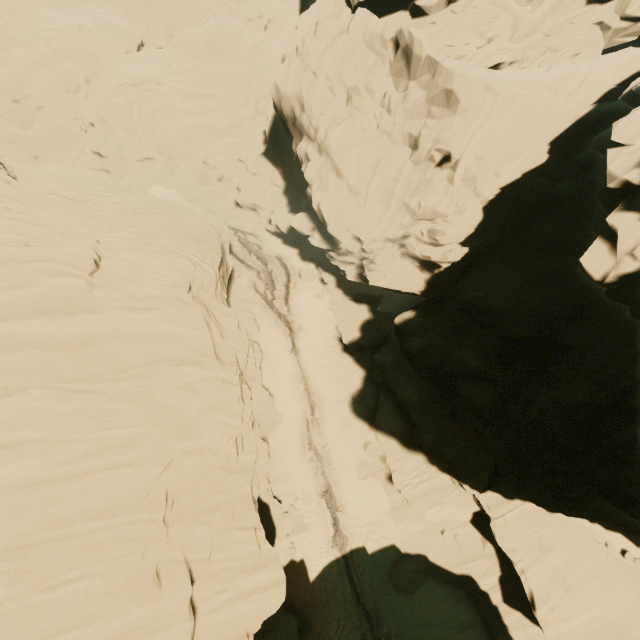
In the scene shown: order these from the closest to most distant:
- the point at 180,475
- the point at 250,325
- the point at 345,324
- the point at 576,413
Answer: the point at 576,413, the point at 180,475, the point at 250,325, the point at 345,324
